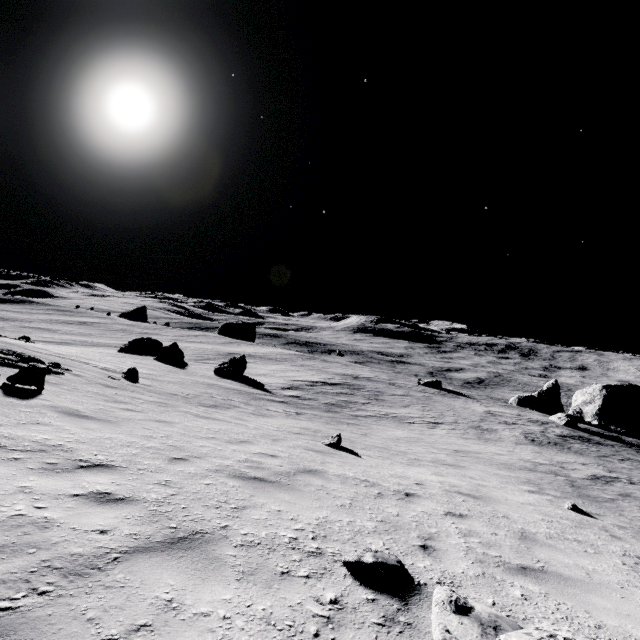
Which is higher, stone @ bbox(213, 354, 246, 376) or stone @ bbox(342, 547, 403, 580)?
stone @ bbox(342, 547, 403, 580)

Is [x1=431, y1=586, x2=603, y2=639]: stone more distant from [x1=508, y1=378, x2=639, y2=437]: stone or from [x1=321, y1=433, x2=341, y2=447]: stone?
[x1=508, y1=378, x2=639, y2=437]: stone

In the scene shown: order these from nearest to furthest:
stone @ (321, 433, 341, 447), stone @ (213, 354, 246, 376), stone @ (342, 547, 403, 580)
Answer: stone @ (342, 547, 403, 580) → stone @ (321, 433, 341, 447) → stone @ (213, 354, 246, 376)

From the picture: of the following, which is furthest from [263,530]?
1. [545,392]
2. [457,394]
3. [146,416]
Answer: [545,392]

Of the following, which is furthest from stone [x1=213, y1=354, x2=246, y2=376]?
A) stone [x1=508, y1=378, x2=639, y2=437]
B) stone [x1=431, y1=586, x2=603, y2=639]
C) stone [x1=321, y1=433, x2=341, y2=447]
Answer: stone [x1=508, y1=378, x2=639, y2=437]

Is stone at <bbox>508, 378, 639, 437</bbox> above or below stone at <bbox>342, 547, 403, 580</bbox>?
below

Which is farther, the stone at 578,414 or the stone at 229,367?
the stone at 578,414

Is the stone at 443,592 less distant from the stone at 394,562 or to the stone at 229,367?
the stone at 394,562
